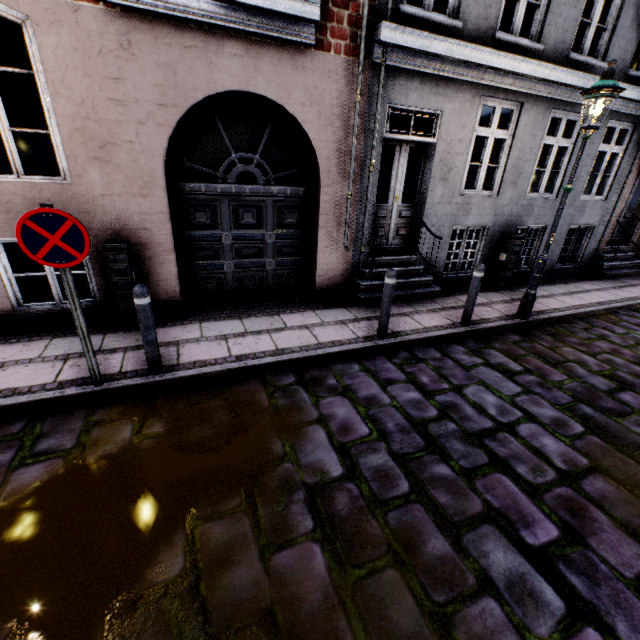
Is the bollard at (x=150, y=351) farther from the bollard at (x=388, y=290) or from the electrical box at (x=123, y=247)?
the bollard at (x=388, y=290)

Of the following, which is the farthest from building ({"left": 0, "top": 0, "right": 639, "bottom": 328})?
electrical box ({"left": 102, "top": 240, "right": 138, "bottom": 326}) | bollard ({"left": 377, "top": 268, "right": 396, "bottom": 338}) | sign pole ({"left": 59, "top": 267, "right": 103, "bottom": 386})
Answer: sign pole ({"left": 59, "top": 267, "right": 103, "bottom": 386})

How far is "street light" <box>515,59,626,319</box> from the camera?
4.5 meters

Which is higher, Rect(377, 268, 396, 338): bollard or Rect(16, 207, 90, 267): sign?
Rect(16, 207, 90, 267): sign

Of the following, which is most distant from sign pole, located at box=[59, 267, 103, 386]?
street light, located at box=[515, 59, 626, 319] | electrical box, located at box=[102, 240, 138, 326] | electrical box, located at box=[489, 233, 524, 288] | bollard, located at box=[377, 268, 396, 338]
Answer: electrical box, located at box=[489, 233, 524, 288]

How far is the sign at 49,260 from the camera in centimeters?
283cm

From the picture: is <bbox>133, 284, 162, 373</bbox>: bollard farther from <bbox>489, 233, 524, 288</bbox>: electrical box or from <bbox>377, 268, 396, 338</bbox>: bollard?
<bbox>489, 233, 524, 288</bbox>: electrical box

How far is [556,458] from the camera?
3.23m
